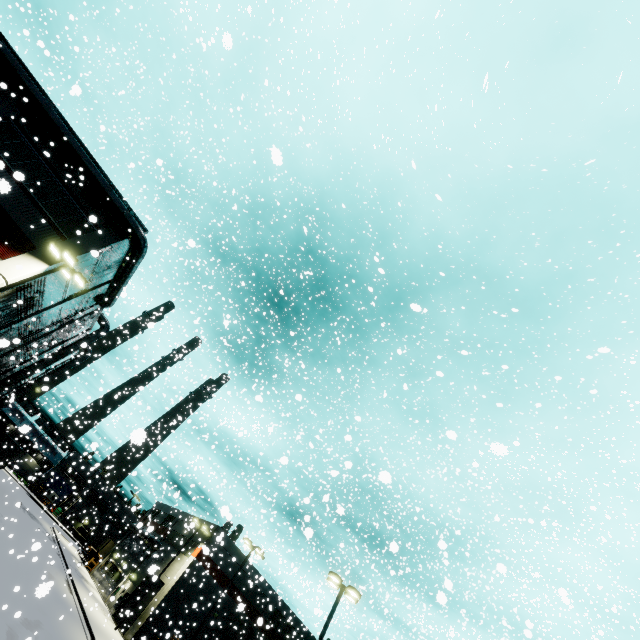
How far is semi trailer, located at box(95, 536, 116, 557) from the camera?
54.4 meters

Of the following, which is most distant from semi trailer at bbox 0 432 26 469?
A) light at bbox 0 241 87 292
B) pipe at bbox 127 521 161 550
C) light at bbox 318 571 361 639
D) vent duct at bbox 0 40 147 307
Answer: light at bbox 318 571 361 639

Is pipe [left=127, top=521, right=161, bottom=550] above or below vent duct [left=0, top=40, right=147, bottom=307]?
below

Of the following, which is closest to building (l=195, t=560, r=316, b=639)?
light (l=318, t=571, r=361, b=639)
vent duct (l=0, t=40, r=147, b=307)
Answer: vent duct (l=0, t=40, r=147, b=307)

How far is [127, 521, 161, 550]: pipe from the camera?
30.32m

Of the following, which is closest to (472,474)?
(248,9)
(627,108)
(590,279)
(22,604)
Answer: (590,279)

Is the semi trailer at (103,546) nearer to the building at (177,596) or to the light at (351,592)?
the building at (177,596)

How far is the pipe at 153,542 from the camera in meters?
30.3 m
